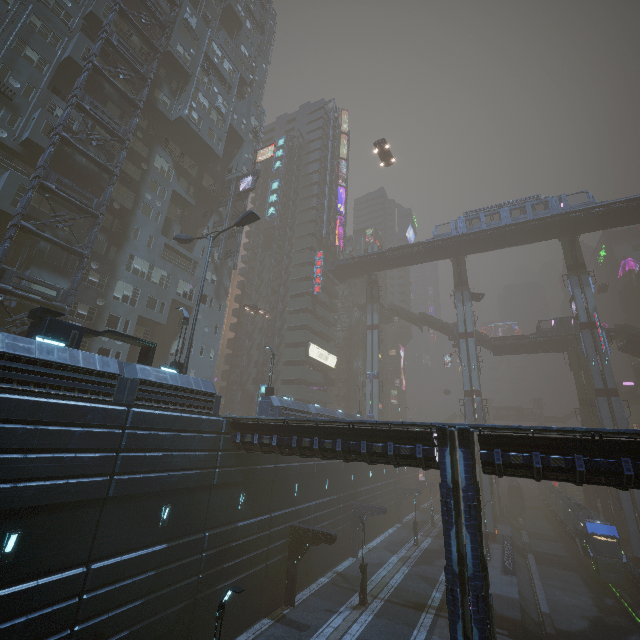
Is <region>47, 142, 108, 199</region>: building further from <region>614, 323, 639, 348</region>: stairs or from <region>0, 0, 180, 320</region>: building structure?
<region>614, 323, 639, 348</region>: stairs

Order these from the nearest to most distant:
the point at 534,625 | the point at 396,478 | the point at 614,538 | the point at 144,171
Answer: the point at 534,625, the point at 614,538, the point at 144,171, the point at 396,478

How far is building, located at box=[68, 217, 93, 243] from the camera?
25.1 meters

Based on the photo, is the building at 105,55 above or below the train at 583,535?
above

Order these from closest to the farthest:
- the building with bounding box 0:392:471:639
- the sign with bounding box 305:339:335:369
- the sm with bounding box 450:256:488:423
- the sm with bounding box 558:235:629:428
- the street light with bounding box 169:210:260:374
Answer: the building with bounding box 0:392:471:639, the street light with bounding box 169:210:260:374, the sm with bounding box 558:235:629:428, the sm with bounding box 450:256:488:423, the sign with bounding box 305:339:335:369

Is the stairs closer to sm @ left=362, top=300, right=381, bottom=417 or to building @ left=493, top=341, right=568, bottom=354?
building @ left=493, top=341, right=568, bottom=354

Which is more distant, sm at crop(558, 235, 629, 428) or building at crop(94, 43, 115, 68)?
sm at crop(558, 235, 629, 428)

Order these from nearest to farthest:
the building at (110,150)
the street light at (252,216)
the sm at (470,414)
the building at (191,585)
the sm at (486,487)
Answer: the building at (191,585) → the street light at (252,216) → the building at (110,150) → the sm at (486,487) → the sm at (470,414)
